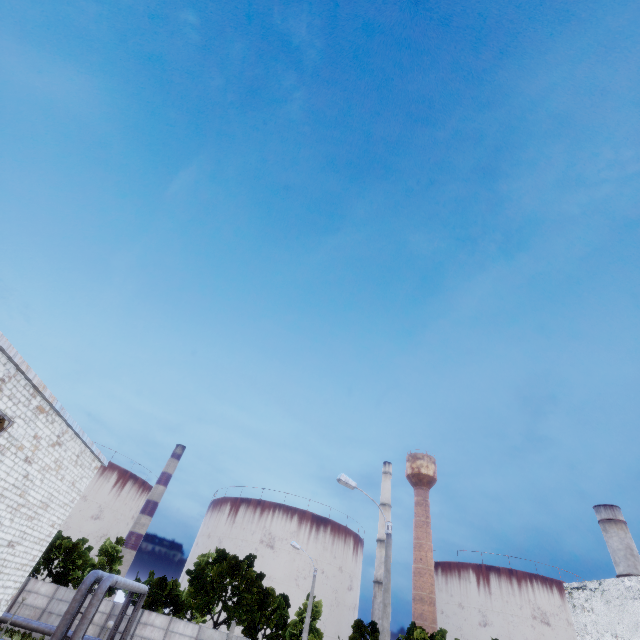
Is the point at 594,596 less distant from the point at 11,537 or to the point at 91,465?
the point at 11,537
